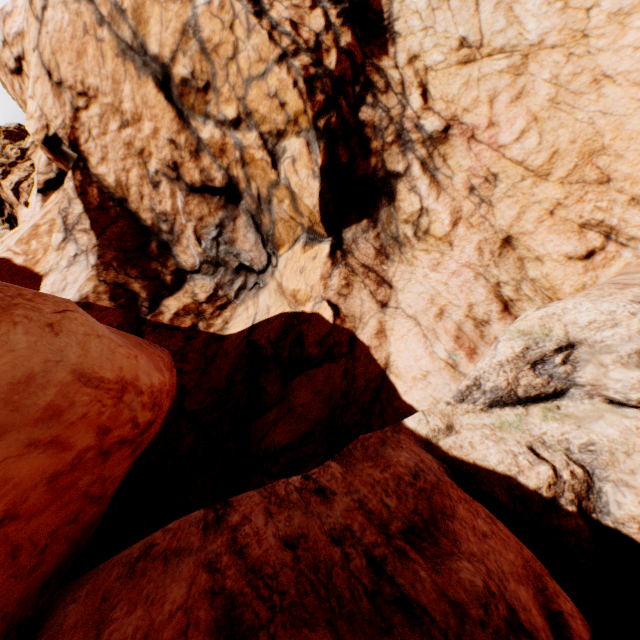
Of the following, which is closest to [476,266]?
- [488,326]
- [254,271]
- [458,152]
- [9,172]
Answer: [488,326]
